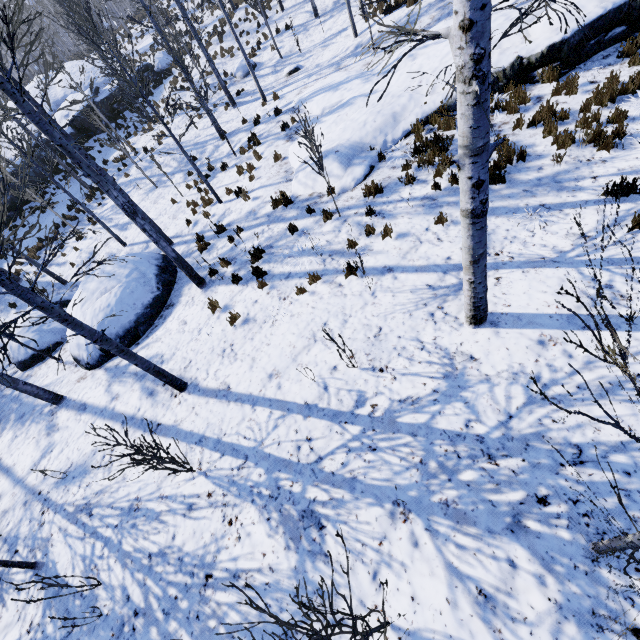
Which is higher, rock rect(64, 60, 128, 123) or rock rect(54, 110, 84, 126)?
rock rect(54, 110, 84, 126)

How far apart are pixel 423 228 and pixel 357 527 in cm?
Answer: 563

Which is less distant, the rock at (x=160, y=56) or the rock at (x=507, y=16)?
the rock at (x=507, y=16)

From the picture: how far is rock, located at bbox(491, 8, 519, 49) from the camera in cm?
839

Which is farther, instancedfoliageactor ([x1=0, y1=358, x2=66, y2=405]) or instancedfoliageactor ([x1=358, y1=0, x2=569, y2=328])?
instancedfoliageactor ([x1=0, y1=358, x2=66, y2=405])

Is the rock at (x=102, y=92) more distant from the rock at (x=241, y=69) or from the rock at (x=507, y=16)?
the rock at (x=507, y=16)

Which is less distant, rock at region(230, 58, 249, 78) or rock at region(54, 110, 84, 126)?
rock at region(230, 58, 249, 78)

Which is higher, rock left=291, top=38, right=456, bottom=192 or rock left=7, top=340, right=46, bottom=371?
rock left=291, top=38, right=456, bottom=192
